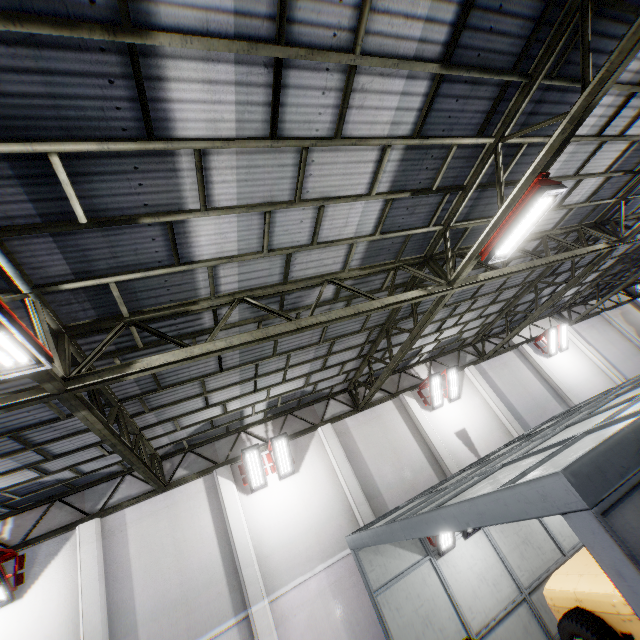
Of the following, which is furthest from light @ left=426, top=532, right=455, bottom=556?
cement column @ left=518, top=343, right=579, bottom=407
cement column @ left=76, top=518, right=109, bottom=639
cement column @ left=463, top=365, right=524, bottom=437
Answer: cement column @ left=518, top=343, right=579, bottom=407

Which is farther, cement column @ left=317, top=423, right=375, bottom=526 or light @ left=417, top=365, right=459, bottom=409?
light @ left=417, top=365, right=459, bottom=409

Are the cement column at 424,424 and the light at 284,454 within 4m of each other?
no

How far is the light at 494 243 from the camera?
5.2m

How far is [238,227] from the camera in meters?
5.0

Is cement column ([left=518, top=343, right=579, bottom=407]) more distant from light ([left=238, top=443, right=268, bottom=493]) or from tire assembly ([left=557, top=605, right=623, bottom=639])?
light ([left=238, top=443, right=268, bottom=493])

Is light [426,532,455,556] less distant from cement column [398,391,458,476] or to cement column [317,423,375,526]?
cement column [317,423,375,526]

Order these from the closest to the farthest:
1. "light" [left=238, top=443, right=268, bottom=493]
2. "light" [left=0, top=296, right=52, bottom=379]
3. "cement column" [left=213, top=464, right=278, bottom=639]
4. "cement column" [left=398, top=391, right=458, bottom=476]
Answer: "light" [left=0, top=296, right=52, bottom=379] → "cement column" [left=213, top=464, right=278, bottom=639] → "light" [left=238, top=443, right=268, bottom=493] → "cement column" [left=398, top=391, right=458, bottom=476]
